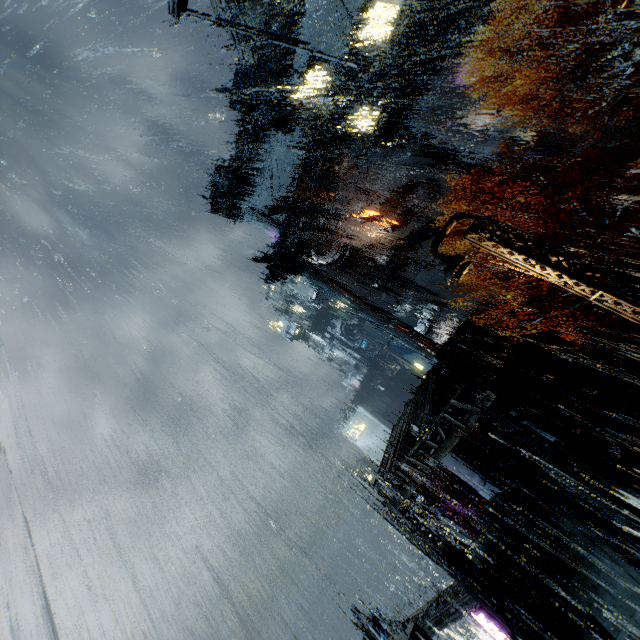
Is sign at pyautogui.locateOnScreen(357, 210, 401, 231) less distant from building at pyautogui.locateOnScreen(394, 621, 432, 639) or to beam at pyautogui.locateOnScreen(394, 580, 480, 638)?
building at pyautogui.locateOnScreen(394, 621, 432, 639)

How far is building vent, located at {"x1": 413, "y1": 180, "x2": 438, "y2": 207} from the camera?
36.8 meters

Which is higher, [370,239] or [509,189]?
[370,239]

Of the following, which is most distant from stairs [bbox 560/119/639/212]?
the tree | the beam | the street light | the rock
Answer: the rock

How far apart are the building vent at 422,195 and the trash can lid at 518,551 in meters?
32.7

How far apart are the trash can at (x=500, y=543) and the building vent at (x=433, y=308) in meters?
25.6 m

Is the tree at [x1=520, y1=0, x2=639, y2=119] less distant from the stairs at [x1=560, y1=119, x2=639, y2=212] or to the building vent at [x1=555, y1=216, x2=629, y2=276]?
the stairs at [x1=560, y1=119, x2=639, y2=212]

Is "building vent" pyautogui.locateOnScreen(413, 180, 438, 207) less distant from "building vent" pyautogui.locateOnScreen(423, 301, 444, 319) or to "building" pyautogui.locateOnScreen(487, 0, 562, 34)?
"building" pyautogui.locateOnScreen(487, 0, 562, 34)
